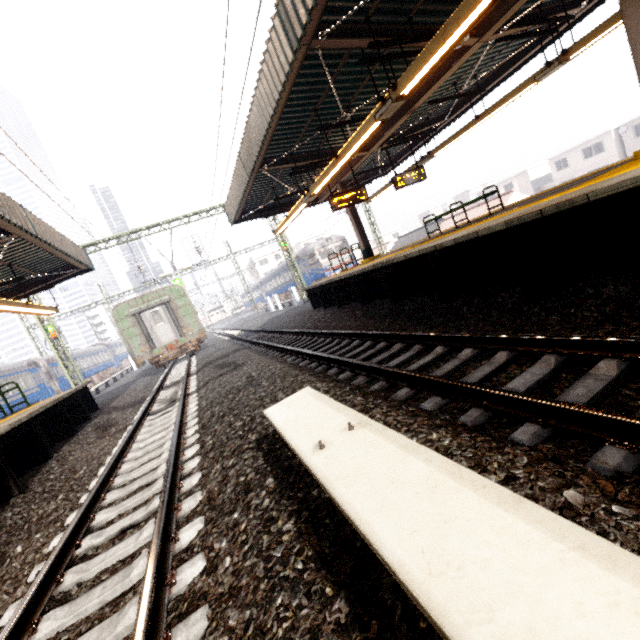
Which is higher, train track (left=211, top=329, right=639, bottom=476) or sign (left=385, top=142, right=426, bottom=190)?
sign (left=385, top=142, right=426, bottom=190)

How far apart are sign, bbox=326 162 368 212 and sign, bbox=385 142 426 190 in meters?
1.3 m

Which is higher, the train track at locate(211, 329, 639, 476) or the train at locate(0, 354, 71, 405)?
the train at locate(0, 354, 71, 405)

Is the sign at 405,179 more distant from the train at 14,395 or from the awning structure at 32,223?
the train at 14,395

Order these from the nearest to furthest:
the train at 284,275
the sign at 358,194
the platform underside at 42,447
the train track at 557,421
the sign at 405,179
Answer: the train track at 557,421 < the platform underside at 42,447 < the sign at 358,194 < the sign at 405,179 < the train at 284,275

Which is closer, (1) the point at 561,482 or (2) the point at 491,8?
(1) the point at 561,482

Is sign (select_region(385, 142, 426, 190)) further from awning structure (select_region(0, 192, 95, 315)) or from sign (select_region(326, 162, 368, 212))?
awning structure (select_region(0, 192, 95, 315))

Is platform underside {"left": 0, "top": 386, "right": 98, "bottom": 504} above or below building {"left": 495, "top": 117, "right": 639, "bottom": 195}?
below
